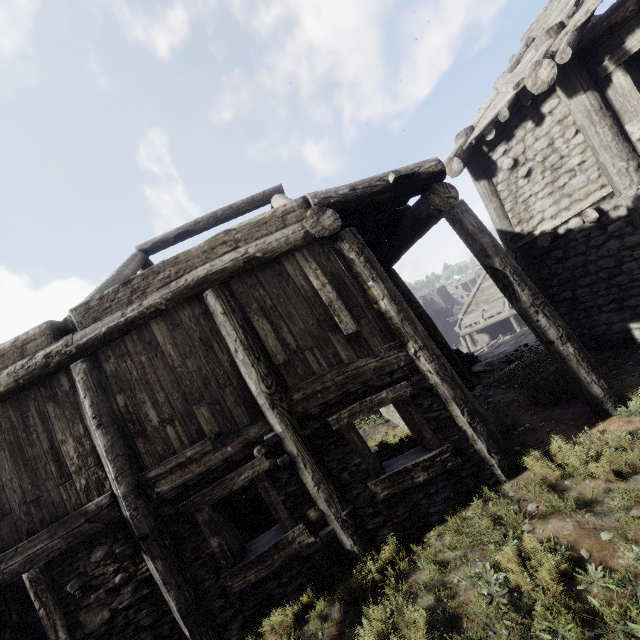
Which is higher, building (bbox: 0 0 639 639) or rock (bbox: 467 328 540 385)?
building (bbox: 0 0 639 639)

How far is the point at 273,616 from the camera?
4.5m

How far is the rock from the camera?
10.5 meters

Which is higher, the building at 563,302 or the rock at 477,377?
the building at 563,302

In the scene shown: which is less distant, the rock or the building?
the building

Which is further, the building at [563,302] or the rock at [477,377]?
the rock at [477,377]
